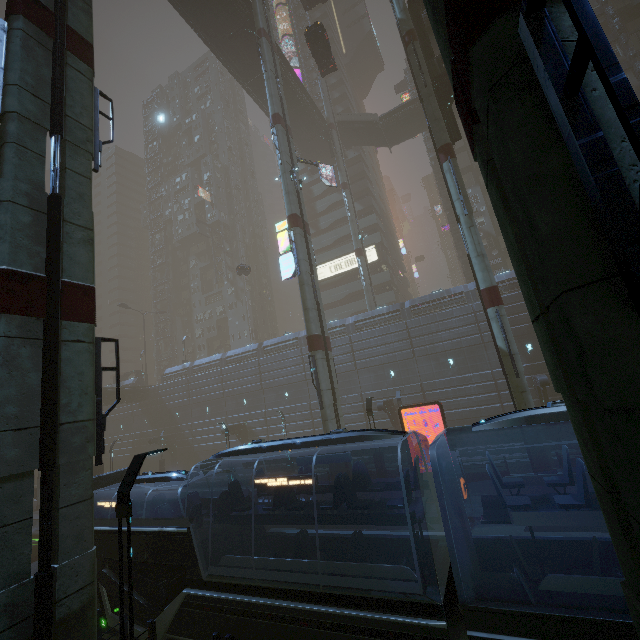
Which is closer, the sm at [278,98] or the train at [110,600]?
the train at [110,600]

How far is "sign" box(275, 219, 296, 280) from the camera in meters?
23.4 m

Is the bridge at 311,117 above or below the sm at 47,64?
above

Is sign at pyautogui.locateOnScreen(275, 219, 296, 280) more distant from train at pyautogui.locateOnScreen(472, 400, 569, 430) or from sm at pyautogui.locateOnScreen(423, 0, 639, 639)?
train at pyautogui.locateOnScreen(472, 400, 569, 430)

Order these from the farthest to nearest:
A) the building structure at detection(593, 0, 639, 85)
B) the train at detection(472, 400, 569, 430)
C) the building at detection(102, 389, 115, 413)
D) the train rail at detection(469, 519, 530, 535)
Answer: the building at detection(102, 389, 115, 413)
the building structure at detection(593, 0, 639, 85)
the train rail at detection(469, 519, 530, 535)
the train at detection(472, 400, 569, 430)

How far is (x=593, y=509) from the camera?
6.4m

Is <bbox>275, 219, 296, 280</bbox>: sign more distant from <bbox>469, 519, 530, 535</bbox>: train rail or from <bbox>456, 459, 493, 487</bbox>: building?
<bbox>469, 519, 530, 535</bbox>: train rail

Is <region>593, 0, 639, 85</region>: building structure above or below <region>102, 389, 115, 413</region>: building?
above
